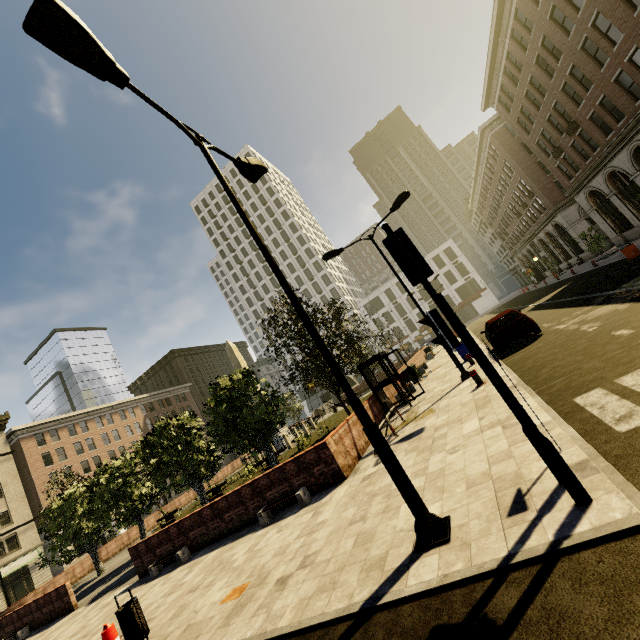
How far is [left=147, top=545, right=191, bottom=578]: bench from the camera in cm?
1102

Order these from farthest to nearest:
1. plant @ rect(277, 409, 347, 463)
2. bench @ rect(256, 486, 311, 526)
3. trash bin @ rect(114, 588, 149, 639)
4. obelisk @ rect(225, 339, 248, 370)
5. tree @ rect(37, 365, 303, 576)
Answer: obelisk @ rect(225, 339, 248, 370) → plant @ rect(277, 409, 347, 463) → tree @ rect(37, 365, 303, 576) → bench @ rect(256, 486, 311, 526) → trash bin @ rect(114, 588, 149, 639)

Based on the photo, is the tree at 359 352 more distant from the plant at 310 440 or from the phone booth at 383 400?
the phone booth at 383 400

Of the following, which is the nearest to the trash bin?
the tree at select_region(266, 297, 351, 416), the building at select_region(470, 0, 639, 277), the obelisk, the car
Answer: the tree at select_region(266, 297, 351, 416)

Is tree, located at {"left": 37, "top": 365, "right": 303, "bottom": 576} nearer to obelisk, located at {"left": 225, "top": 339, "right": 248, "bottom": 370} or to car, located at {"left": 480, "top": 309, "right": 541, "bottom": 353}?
obelisk, located at {"left": 225, "top": 339, "right": 248, "bottom": 370}

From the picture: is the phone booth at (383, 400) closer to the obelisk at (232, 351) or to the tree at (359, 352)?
the tree at (359, 352)

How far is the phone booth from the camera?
14.32m

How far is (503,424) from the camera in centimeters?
655cm
